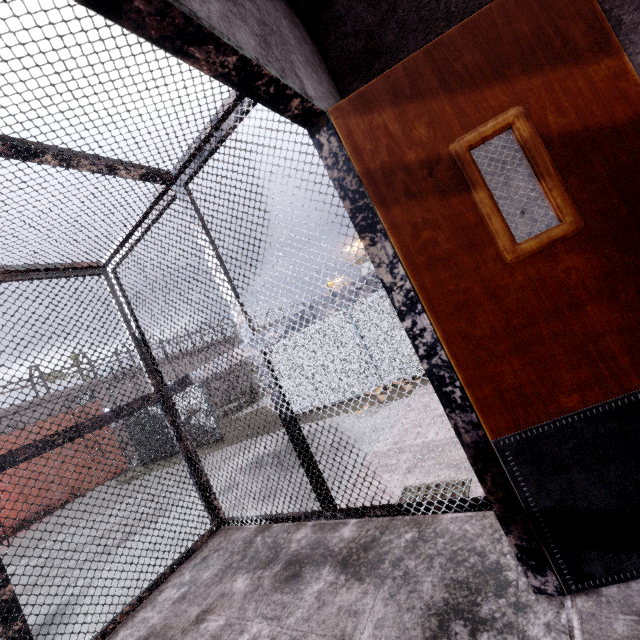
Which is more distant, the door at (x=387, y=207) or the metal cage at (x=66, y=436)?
the metal cage at (x=66, y=436)

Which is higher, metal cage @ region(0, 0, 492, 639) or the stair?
metal cage @ region(0, 0, 492, 639)

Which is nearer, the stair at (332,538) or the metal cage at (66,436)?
the stair at (332,538)

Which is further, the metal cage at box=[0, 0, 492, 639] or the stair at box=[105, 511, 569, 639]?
the metal cage at box=[0, 0, 492, 639]

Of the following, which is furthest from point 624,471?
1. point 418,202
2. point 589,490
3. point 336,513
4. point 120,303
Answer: point 120,303

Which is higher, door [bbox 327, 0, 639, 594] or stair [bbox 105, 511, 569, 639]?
door [bbox 327, 0, 639, 594]

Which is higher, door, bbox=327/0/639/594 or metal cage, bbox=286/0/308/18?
metal cage, bbox=286/0/308/18

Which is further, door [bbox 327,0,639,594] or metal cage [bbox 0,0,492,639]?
metal cage [bbox 0,0,492,639]
